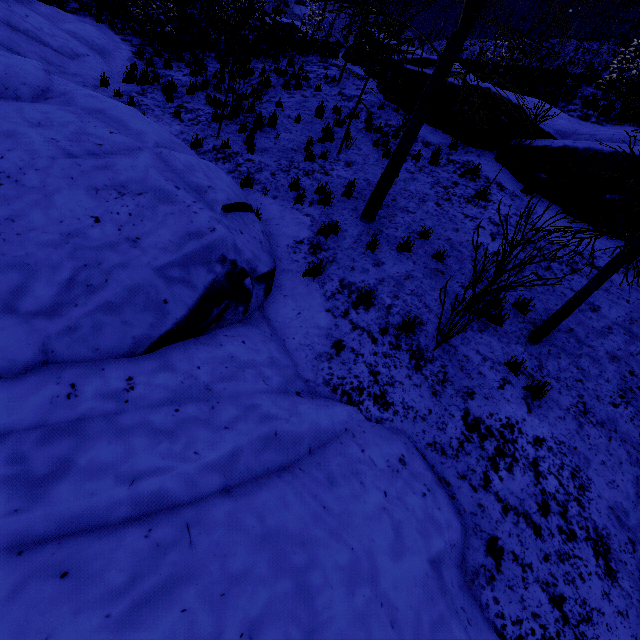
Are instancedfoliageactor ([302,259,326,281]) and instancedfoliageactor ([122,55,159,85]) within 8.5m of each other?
no

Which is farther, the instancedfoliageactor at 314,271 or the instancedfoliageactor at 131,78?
the instancedfoliageactor at 131,78

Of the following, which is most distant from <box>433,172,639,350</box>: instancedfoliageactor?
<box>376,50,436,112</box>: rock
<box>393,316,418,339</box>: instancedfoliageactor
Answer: <box>376,50,436,112</box>: rock

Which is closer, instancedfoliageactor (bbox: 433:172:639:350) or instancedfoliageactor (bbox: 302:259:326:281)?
instancedfoliageactor (bbox: 433:172:639:350)

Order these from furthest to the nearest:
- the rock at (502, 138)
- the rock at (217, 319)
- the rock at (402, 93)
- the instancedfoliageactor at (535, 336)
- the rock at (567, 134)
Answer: the rock at (402, 93) → the rock at (502, 138) → the rock at (567, 134) → the instancedfoliageactor at (535, 336) → the rock at (217, 319)

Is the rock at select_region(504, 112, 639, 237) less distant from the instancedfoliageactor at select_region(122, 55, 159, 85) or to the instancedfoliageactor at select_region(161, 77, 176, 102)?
the instancedfoliageactor at select_region(161, 77, 176, 102)

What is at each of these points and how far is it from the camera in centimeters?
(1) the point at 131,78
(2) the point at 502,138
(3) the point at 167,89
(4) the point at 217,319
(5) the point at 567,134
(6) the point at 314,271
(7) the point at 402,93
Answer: (1) instancedfoliageactor, 1079cm
(2) rock, 1038cm
(3) instancedfoliageactor, 1034cm
(4) rock, 436cm
(5) rock, 952cm
(6) instancedfoliageactor, 581cm
(7) rock, 1229cm

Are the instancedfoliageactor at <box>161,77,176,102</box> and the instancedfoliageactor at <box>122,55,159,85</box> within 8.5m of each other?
yes
